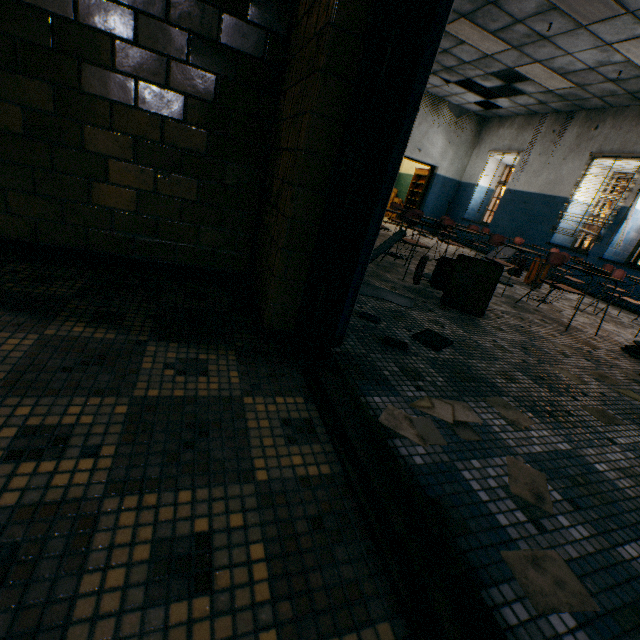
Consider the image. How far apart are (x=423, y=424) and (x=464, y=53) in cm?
866

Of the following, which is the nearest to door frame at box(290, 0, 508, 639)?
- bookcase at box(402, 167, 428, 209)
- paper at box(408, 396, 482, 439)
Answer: paper at box(408, 396, 482, 439)

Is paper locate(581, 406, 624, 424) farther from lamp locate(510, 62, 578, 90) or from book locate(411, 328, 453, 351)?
lamp locate(510, 62, 578, 90)

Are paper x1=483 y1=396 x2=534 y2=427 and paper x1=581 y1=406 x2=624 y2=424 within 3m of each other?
yes

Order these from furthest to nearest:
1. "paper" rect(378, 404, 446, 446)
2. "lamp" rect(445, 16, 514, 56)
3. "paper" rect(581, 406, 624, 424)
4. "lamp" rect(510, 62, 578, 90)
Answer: "lamp" rect(510, 62, 578, 90) → "lamp" rect(445, 16, 514, 56) → "paper" rect(581, 406, 624, 424) → "paper" rect(378, 404, 446, 446)

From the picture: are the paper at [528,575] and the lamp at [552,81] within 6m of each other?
no

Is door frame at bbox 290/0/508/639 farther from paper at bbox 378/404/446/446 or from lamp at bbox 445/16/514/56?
lamp at bbox 445/16/514/56

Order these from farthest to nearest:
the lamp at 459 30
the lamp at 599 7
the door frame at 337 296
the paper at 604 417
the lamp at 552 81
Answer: the lamp at 552 81
the lamp at 459 30
the lamp at 599 7
the paper at 604 417
the door frame at 337 296
